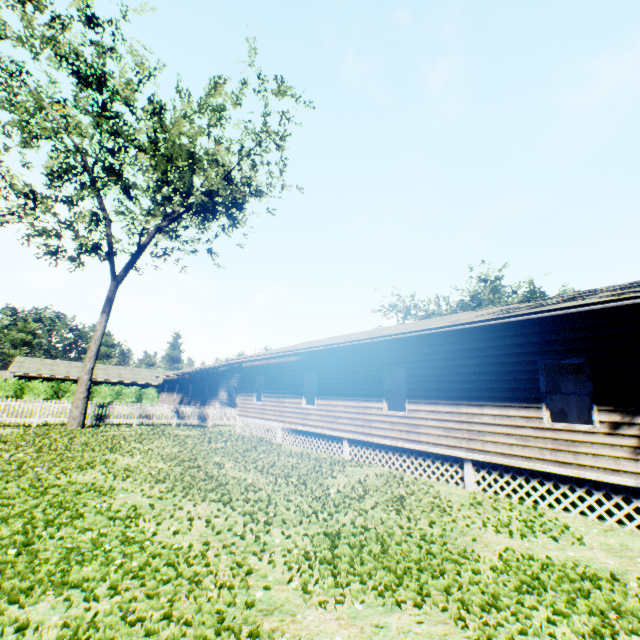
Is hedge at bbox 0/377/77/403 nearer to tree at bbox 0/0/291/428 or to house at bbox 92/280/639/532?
house at bbox 92/280/639/532

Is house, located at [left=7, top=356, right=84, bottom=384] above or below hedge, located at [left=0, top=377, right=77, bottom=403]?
above

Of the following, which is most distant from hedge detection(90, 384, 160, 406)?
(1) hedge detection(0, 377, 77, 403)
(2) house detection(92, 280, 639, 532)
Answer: (2) house detection(92, 280, 639, 532)

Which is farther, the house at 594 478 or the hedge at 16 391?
the hedge at 16 391

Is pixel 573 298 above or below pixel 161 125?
below

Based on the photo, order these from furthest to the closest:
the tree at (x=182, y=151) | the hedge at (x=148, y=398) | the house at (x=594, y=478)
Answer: the hedge at (x=148, y=398)
the tree at (x=182, y=151)
the house at (x=594, y=478)

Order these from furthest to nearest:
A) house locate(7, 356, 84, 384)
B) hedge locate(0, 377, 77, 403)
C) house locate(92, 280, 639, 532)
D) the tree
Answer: house locate(7, 356, 84, 384) → hedge locate(0, 377, 77, 403) → the tree → house locate(92, 280, 639, 532)

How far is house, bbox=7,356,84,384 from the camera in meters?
38.7
